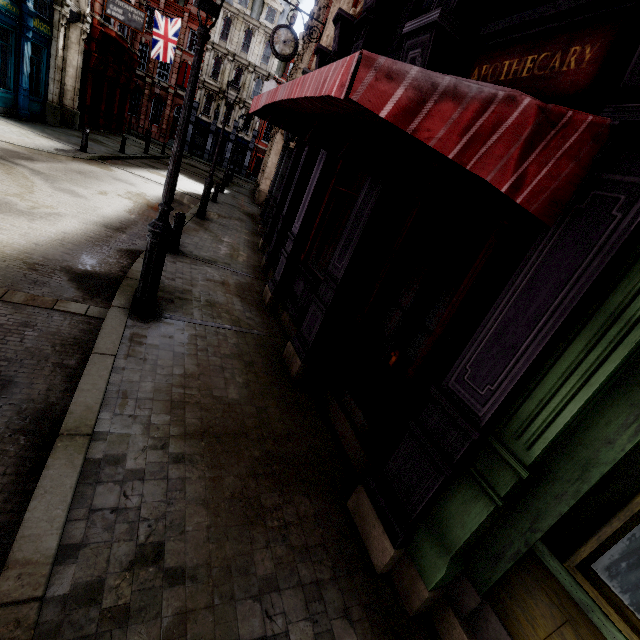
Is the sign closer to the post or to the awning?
the post

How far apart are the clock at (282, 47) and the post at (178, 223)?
8.09m

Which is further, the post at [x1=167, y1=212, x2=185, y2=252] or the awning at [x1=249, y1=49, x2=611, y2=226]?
the post at [x1=167, y1=212, x2=185, y2=252]

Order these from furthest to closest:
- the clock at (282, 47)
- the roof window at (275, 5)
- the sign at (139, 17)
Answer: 1. the roof window at (275, 5)
2. the sign at (139, 17)
3. the clock at (282, 47)

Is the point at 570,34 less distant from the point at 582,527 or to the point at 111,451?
the point at 582,527

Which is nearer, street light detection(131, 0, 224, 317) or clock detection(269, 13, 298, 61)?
street light detection(131, 0, 224, 317)

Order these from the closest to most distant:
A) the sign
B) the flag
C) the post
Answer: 1. the post
2. the sign
3. the flag

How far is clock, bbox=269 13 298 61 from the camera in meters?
11.2
